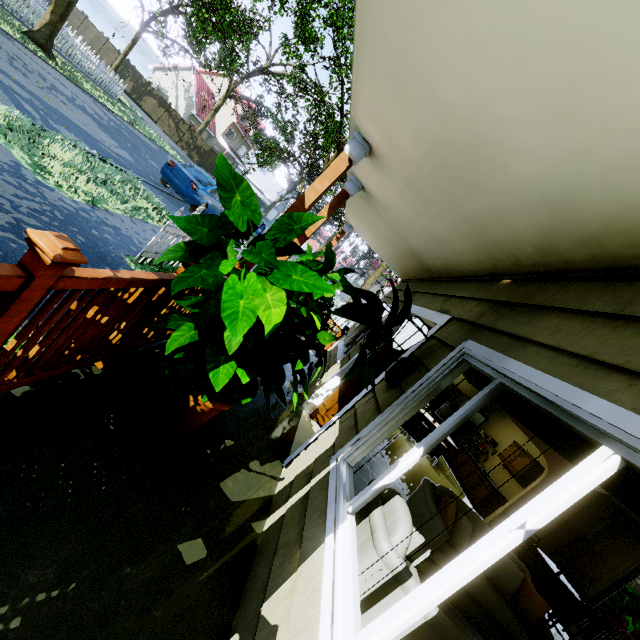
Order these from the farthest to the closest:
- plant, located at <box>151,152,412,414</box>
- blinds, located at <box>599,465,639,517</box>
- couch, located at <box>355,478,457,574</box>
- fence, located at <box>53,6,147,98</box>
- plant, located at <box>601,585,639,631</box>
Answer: fence, located at <box>53,6,147,98</box> < plant, located at <box>601,585,639,631</box> < couch, located at <box>355,478,457,574</box> < plant, located at <box>151,152,412,414</box> < blinds, located at <box>599,465,639,517</box>

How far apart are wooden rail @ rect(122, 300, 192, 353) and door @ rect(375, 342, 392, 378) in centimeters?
233cm

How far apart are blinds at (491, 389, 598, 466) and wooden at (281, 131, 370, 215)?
2.1m

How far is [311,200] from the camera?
3.1m

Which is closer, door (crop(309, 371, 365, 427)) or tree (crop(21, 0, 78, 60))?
door (crop(309, 371, 365, 427))

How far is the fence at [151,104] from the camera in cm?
3128

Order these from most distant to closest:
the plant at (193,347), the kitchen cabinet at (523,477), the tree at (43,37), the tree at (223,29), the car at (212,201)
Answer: the tree at (223,29) → the tree at (43,37) → the car at (212,201) → the kitchen cabinet at (523,477) → the plant at (193,347)

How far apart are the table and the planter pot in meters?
7.8
